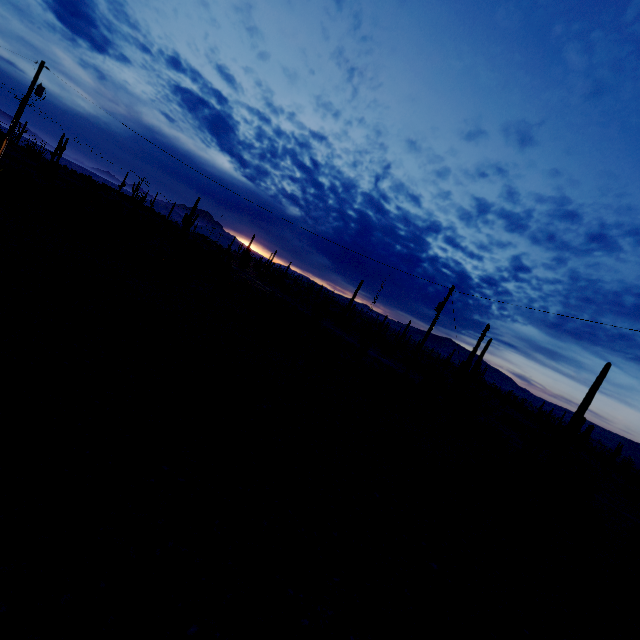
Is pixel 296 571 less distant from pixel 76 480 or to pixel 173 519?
pixel 173 519
